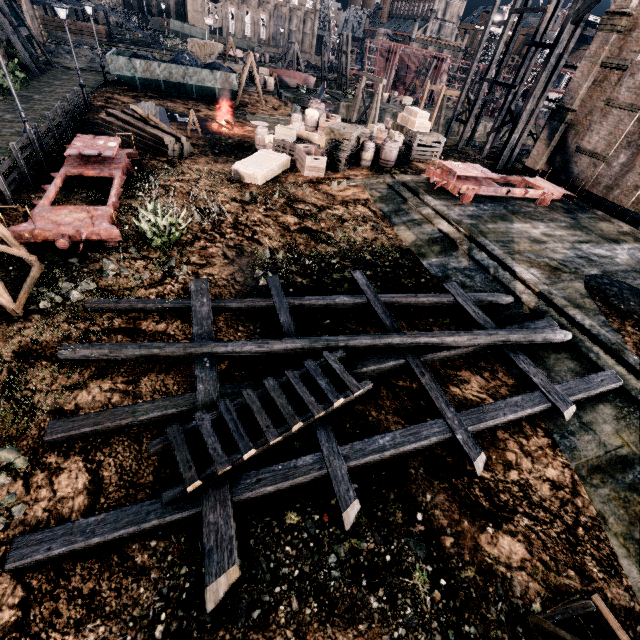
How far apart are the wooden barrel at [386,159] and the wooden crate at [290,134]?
5.2m

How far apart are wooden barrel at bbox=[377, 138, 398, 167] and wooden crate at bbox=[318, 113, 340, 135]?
3.18m

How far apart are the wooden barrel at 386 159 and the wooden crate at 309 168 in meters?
4.0 m

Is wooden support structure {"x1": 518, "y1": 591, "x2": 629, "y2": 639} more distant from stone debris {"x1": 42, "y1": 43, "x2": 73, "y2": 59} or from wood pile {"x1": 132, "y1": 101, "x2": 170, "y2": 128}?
stone debris {"x1": 42, "y1": 43, "x2": 73, "y2": 59}

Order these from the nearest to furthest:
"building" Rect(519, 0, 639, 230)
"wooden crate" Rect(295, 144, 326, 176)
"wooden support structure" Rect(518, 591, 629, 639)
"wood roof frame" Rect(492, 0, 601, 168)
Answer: "wooden support structure" Rect(518, 591, 629, 639)
"wooden crate" Rect(295, 144, 326, 176)
"building" Rect(519, 0, 639, 230)
"wood roof frame" Rect(492, 0, 601, 168)

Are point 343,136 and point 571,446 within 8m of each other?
no

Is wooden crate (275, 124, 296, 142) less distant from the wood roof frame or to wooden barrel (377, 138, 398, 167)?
wooden barrel (377, 138, 398, 167)

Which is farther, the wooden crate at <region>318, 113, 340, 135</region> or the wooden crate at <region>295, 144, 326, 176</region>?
the wooden crate at <region>318, 113, 340, 135</region>
